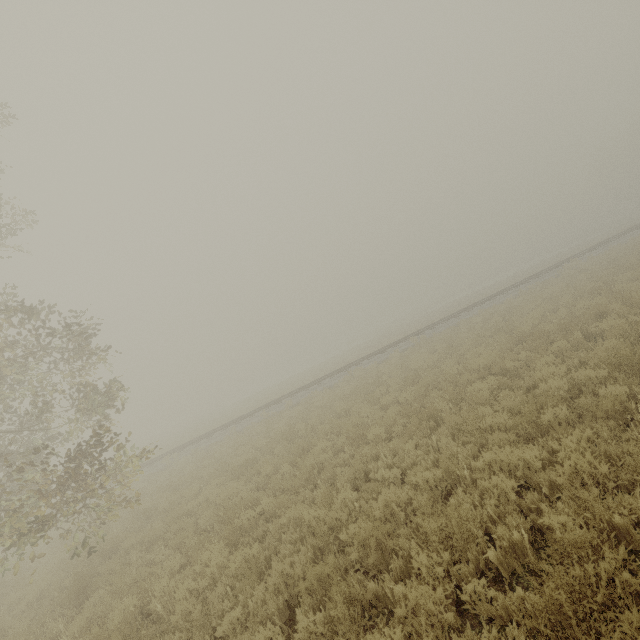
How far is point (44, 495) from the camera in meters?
8.6
